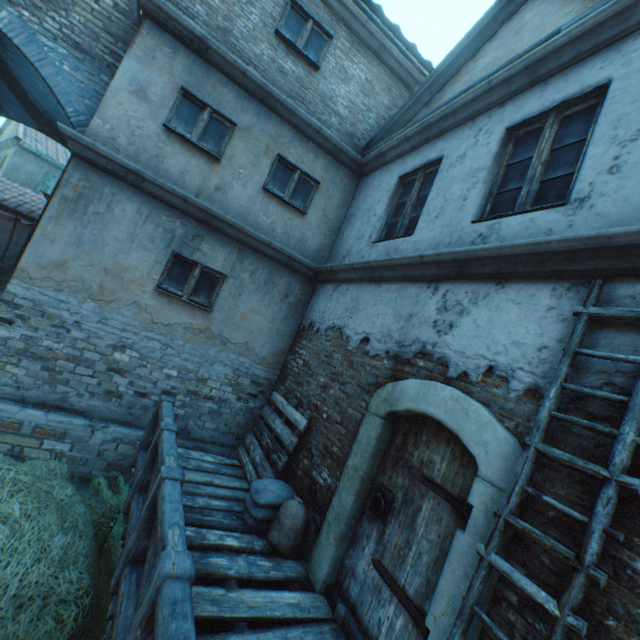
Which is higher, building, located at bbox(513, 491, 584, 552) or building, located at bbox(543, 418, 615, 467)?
building, located at bbox(543, 418, 615, 467)

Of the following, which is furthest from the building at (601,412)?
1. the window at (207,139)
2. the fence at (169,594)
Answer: the fence at (169,594)

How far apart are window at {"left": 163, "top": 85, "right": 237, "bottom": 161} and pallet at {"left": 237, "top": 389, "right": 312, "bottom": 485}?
4.30m

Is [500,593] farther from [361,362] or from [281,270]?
[281,270]

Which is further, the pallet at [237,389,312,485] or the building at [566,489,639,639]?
the pallet at [237,389,312,485]

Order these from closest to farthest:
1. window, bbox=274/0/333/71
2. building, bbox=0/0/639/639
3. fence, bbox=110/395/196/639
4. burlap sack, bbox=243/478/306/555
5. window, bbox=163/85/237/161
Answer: fence, bbox=110/395/196/639 < building, bbox=0/0/639/639 < burlap sack, bbox=243/478/306/555 < window, bbox=163/85/237/161 < window, bbox=274/0/333/71

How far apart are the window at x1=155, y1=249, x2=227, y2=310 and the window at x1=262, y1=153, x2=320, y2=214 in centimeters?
176cm

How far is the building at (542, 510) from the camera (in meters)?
2.00
